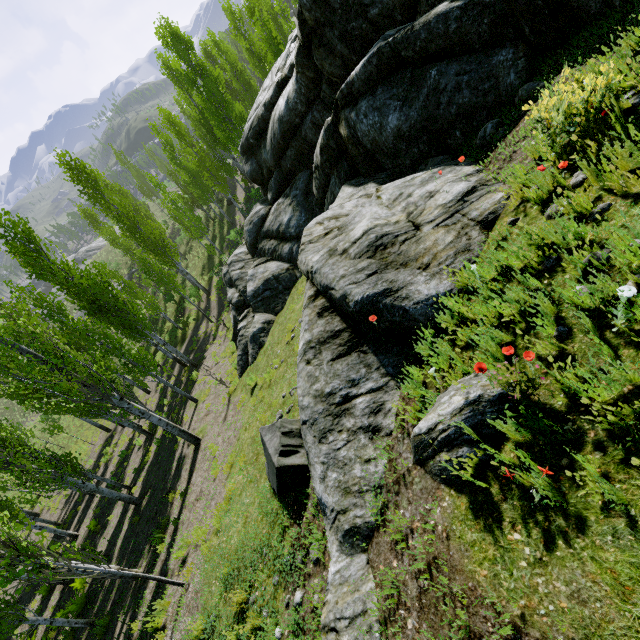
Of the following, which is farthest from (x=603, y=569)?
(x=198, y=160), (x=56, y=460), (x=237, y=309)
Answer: (x=198, y=160)

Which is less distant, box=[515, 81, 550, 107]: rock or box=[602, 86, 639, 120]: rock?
box=[602, 86, 639, 120]: rock

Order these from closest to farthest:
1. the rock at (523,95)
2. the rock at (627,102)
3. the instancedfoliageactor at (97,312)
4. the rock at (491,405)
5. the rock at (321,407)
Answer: the rock at (491,405), the rock at (627,102), the rock at (321,407), the rock at (523,95), the instancedfoliageactor at (97,312)

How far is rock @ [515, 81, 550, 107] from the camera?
5.2m

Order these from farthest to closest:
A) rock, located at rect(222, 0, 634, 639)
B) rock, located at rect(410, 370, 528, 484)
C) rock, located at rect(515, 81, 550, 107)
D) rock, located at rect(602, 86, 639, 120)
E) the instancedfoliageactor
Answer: the instancedfoliageactor, rock, located at rect(515, 81, 550, 107), rock, located at rect(222, 0, 634, 639), rock, located at rect(602, 86, 639, 120), rock, located at rect(410, 370, 528, 484)

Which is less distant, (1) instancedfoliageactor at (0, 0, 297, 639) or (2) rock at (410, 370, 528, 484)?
(2) rock at (410, 370, 528, 484)

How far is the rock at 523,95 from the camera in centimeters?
516cm
